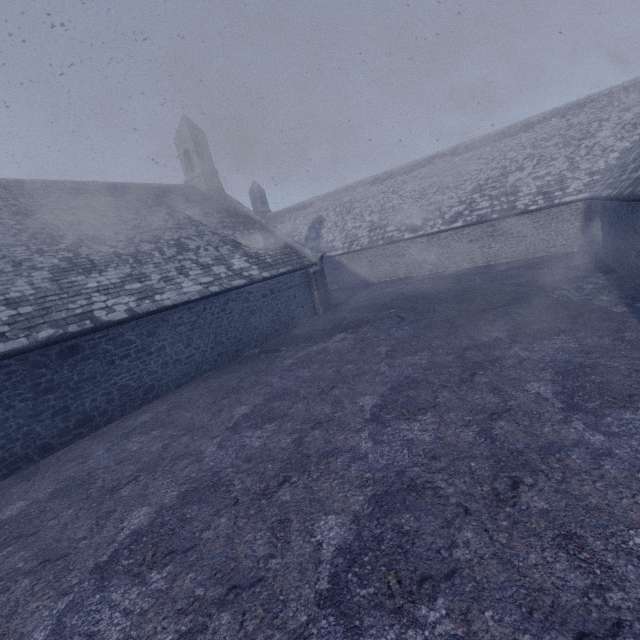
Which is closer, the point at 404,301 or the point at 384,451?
the point at 384,451
